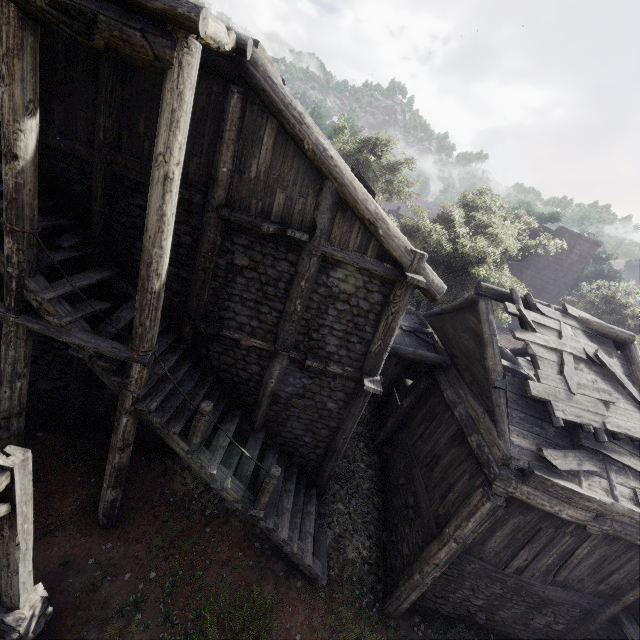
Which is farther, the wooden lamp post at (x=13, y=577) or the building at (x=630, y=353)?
the building at (x=630, y=353)

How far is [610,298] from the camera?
22.4m

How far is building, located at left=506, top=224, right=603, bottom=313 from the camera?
26.83m

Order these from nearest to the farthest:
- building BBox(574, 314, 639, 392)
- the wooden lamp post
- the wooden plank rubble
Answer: the wooden lamp post < the wooden plank rubble < building BBox(574, 314, 639, 392)

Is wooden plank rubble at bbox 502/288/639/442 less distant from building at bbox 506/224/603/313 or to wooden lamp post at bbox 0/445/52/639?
building at bbox 506/224/603/313

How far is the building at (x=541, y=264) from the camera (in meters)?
26.83
